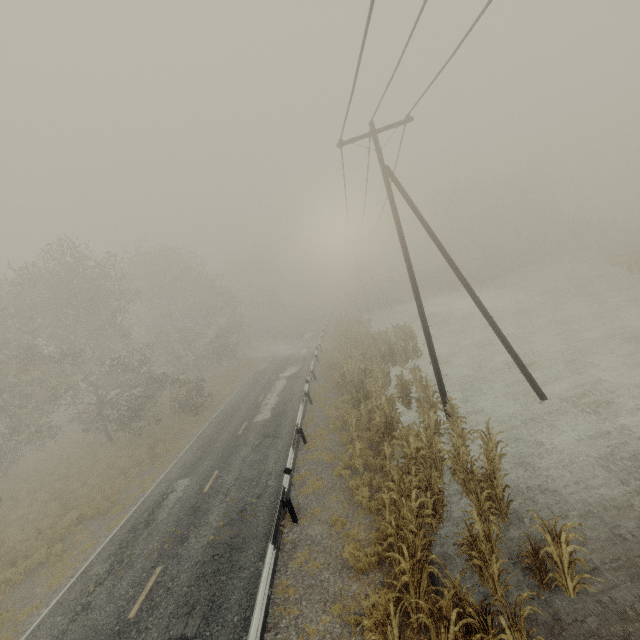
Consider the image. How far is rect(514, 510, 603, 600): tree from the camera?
6.0 meters

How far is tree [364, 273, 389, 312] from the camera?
54.0 meters

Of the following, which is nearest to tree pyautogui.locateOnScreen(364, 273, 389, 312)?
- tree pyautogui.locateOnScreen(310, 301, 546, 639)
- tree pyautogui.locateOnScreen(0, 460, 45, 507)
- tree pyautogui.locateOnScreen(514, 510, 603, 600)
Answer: tree pyautogui.locateOnScreen(0, 460, 45, 507)

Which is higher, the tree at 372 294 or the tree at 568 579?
the tree at 372 294

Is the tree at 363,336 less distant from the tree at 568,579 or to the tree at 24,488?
the tree at 568,579

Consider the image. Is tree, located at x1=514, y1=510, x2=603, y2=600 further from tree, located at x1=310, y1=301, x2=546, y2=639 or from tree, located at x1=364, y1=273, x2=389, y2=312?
A: tree, located at x1=364, y1=273, x2=389, y2=312

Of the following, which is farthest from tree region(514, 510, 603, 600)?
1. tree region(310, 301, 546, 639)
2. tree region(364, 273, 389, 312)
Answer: tree region(364, 273, 389, 312)

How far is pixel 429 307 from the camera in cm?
4334
